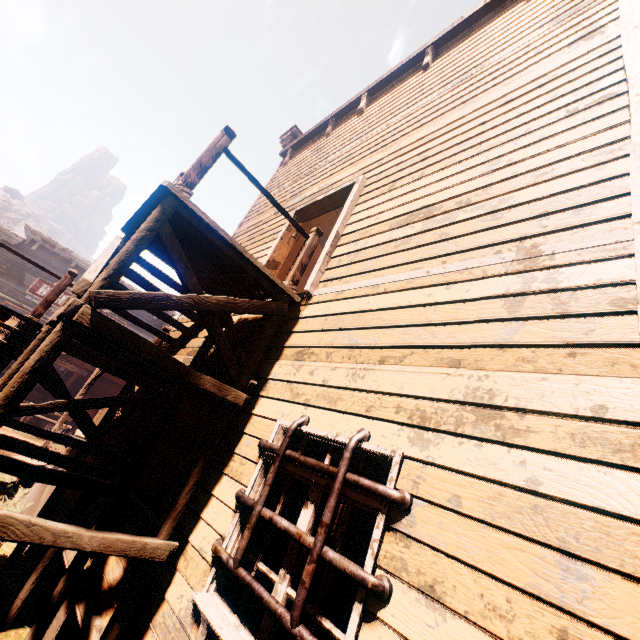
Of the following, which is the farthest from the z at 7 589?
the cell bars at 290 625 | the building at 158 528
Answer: the cell bars at 290 625

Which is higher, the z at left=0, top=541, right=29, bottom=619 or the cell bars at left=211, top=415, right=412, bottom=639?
the cell bars at left=211, top=415, right=412, bottom=639

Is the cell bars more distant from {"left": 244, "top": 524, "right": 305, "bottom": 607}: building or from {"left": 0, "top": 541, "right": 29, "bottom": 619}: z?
{"left": 0, "top": 541, "right": 29, "bottom": 619}: z

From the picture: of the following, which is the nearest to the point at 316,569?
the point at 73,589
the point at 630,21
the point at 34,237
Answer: the point at 73,589

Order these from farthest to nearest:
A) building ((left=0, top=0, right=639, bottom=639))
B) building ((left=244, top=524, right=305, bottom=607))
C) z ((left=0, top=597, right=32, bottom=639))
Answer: z ((left=0, top=597, right=32, bottom=639)), building ((left=244, top=524, right=305, bottom=607)), building ((left=0, top=0, right=639, bottom=639))

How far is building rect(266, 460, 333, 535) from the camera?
2.4m
